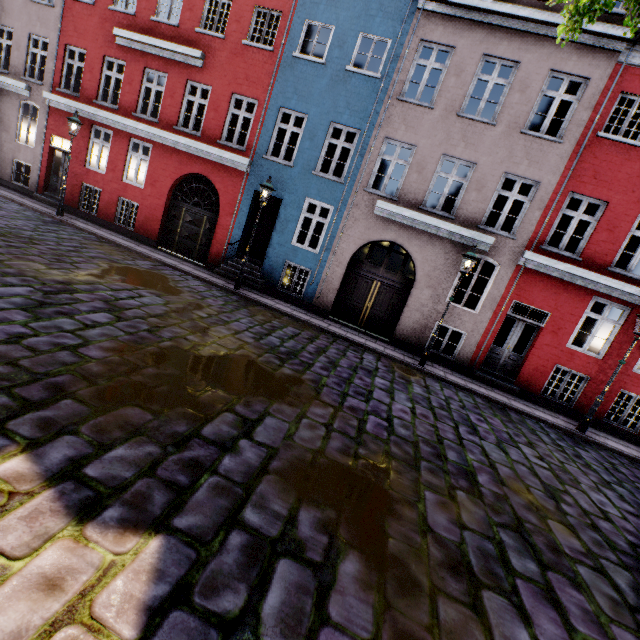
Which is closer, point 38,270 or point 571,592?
point 571,592
